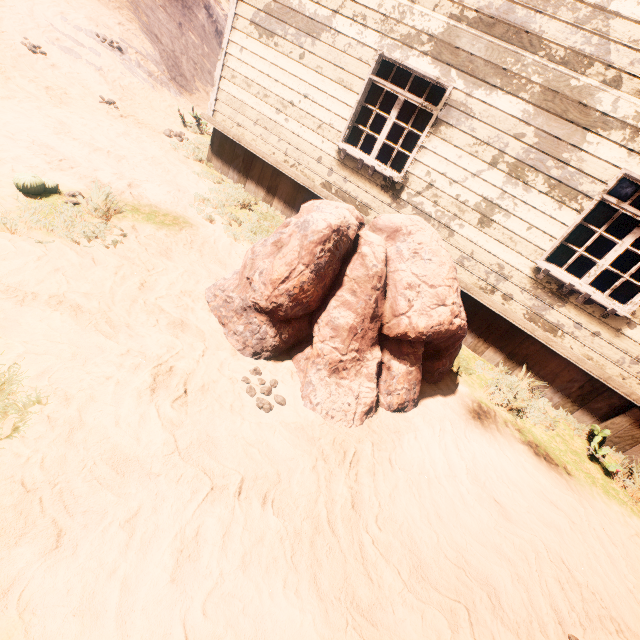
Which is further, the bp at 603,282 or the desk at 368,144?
the desk at 368,144

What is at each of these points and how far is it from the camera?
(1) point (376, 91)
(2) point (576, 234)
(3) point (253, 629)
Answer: (1) curtain, 5.6m
(2) curtain, 4.8m
(3) z, 1.9m

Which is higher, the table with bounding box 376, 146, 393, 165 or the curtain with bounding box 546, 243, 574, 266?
the curtain with bounding box 546, 243, 574, 266

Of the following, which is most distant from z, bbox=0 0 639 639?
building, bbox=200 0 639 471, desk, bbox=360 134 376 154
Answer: desk, bbox=360 134 376 154

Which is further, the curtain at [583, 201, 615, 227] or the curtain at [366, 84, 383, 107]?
the curtain at [366, 84, 383, 107]

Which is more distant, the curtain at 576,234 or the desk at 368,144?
the desk at 368,144

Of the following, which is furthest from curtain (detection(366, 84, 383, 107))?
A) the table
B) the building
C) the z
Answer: the table

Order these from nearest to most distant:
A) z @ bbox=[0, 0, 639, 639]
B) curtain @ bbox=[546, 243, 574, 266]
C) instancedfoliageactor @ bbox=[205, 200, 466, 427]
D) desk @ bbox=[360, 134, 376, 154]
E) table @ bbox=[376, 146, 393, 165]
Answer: z @ bbox=[0, 0, 639, 639] < instancedfoliageactor @ bbox=[205, 200, 466, 427] < curtain @ bbox=[546, 243, 574, 266] < desk @ bbox=[360, 134, 376, 154] < table @ bbox=[376, 146, 393, 165]
